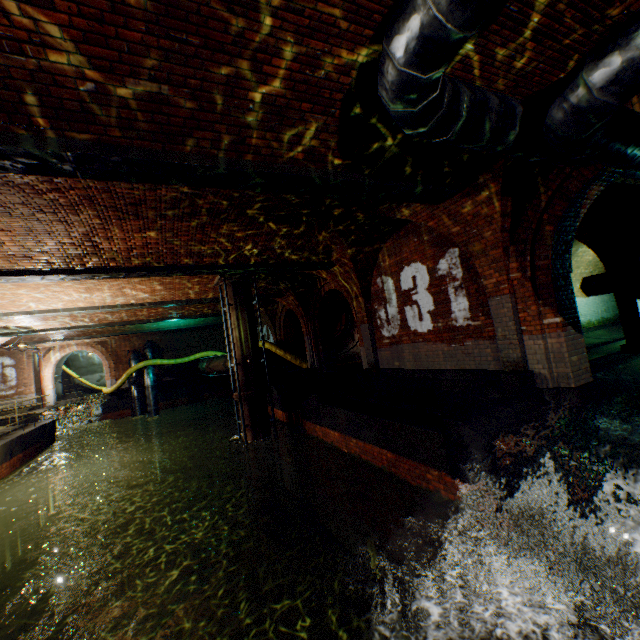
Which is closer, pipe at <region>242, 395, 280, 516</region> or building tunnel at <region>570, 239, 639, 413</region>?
building tunnel at <region>570, 239, 639, 413</region>

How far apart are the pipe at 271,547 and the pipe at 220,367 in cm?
750

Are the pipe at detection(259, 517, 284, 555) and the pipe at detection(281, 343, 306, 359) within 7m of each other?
no

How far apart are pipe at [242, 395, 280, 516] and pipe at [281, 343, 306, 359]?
5.7 meters

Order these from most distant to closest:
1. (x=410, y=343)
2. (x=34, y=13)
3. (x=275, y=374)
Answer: (x=275, y=374)
(x=410, y=343)
(x=34, y=13)

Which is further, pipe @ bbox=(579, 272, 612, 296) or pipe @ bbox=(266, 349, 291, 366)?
pipe @ bbox=(266, 349, 291, 366)

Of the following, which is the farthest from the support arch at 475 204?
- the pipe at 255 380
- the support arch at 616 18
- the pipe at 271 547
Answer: the pipe at 271 547

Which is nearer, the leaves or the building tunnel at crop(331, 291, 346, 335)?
the leaves
